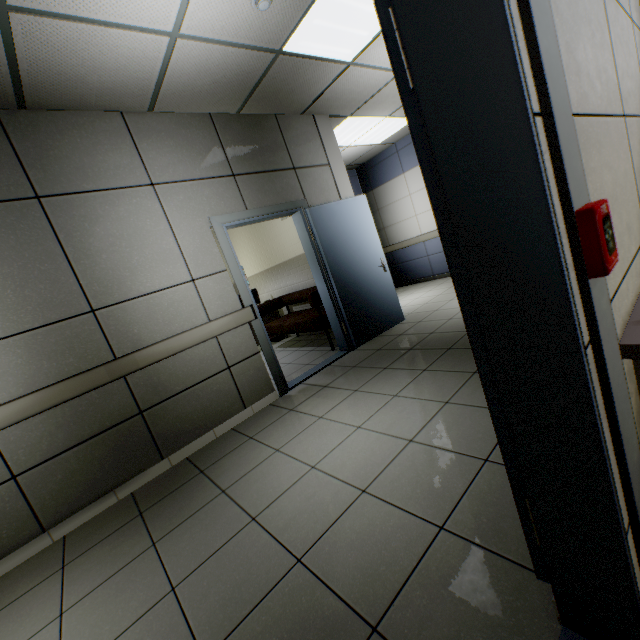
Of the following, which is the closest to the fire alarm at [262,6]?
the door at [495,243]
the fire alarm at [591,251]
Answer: the door at [495,243]

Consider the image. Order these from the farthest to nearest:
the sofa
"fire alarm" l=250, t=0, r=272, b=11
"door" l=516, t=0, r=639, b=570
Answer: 1. the sofa
2. "fire alarm" l=250, t=0, r=272, b=11
3. "door" l=516, t=0, r=639, b=570

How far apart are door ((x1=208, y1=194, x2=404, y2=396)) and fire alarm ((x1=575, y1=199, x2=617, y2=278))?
3.28m

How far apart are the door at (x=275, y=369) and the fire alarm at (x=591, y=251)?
3.3 meters

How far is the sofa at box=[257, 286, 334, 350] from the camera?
4.8 meters

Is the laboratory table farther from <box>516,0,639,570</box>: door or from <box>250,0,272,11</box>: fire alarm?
<box>250,0,272,11</box>: fire alarm

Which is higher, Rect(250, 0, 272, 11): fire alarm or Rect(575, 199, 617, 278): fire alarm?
Rect(250, 0, 272, 11): fire alarm

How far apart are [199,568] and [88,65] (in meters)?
3.51
